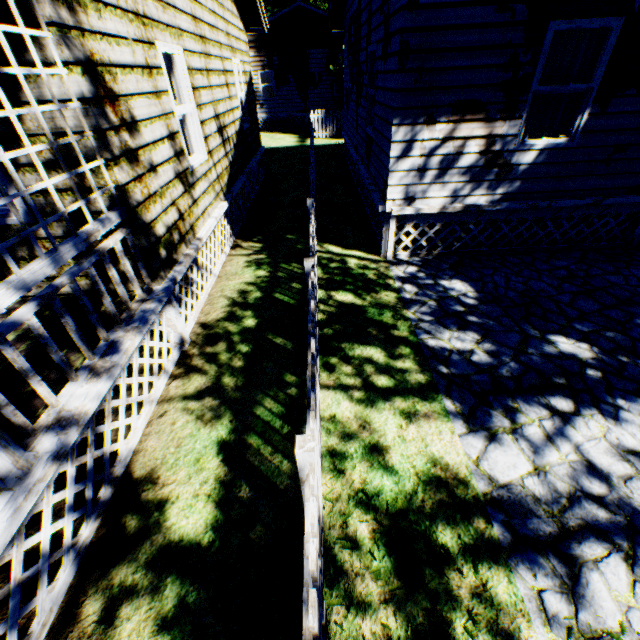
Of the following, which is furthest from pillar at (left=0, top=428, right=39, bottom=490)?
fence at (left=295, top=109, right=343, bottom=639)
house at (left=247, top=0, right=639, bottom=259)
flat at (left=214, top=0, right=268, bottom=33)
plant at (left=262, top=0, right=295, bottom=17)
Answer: plant at (left=262, top=0, right=295, bottom=17)

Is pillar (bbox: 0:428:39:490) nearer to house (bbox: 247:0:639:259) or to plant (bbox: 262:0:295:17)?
house (bbox: 247:0:639:259)

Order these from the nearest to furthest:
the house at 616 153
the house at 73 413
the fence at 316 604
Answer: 1. the fence at 316 604
2. the house at 73 413
3. the house at 616 153

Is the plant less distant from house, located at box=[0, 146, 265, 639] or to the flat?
the flat

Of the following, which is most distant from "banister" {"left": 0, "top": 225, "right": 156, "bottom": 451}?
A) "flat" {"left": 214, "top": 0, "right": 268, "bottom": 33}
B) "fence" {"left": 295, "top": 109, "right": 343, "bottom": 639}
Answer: "flat" {"left": 214, "top": 0, "right": 268, "bottom": 33}

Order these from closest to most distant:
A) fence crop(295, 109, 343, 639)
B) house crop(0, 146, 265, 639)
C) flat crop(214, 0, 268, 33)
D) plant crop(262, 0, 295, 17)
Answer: fence crop(295, 109, 343, 639) < house crop(0, 146, 265, 639) < flat crop(214, 0, 268, 33) < plant crop(262, 0, 295, 17)

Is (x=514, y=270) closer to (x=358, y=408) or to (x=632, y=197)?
(x=632, y=197)

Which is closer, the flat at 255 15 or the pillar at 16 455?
the pillar at 16 455
